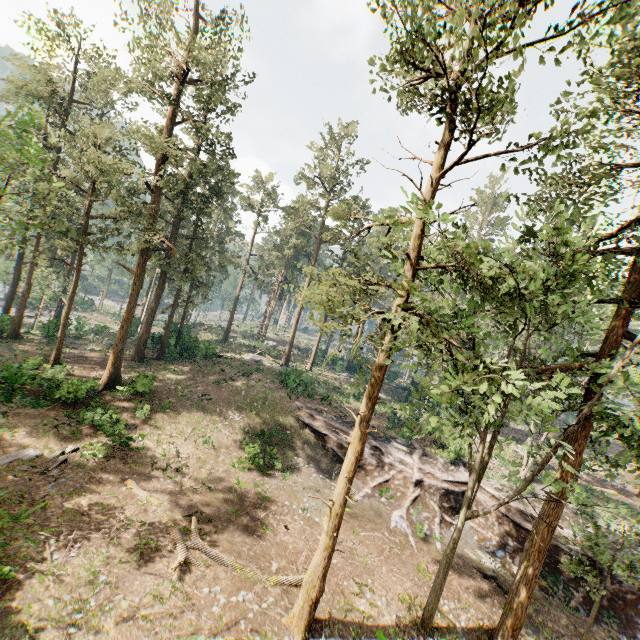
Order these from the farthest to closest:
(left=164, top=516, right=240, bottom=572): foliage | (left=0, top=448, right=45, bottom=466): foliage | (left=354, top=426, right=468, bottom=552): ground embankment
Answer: (left=354, top=426, right=468, bottom=552): ground embankment
(left=0, top=448, right=45, bottom=466): foliage
(left=164, top=516, right=240, bottom=572): foliage

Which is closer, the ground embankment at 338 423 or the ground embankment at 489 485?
the ground embankment at 489 485

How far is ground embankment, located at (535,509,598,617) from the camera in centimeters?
1956cm

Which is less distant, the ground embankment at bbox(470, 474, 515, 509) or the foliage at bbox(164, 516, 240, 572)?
the foliage at bbox(164, 516, 240, 572)

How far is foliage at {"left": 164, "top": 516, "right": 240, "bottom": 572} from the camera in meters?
13.9 m

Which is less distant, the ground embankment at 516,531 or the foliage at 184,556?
the foliage at 184,556

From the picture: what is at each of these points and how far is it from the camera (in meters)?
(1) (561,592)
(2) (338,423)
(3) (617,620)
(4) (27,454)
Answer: (1) ground embankment, 19.95
(2) ground embankment, 28.36
(3) ground embankment, 18.73
(4) foliage, 16.95

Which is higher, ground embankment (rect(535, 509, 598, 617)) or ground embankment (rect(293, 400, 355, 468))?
ground embankment (rect(293, 400, 355, 468))
